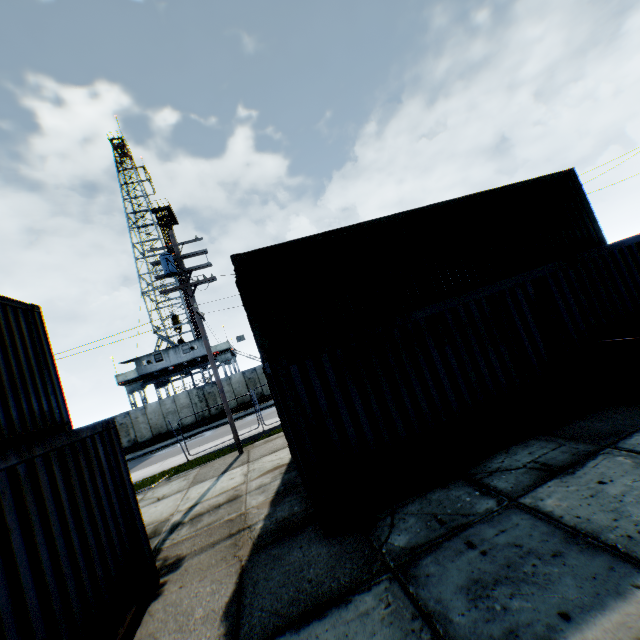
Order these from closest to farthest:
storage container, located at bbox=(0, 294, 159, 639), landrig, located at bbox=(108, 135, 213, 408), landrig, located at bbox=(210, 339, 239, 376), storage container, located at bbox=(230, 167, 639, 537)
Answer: storage container, located at bbox=(0, 294, 159, 639), storage container, located at bbox=(230, 167, 639, 537), landrig, located at bbox=(108, 135, 213, 408), landrig, located at bbox=(210, 339, 239, 376)

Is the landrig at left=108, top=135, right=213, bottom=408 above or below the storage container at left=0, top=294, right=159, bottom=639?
above

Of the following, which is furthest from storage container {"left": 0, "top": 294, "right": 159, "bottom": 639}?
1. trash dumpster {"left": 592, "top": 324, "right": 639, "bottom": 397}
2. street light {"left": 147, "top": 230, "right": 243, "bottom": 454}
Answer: trash dumpster {"left": 592, "top": 324, "right": 639, "bottom": 397}

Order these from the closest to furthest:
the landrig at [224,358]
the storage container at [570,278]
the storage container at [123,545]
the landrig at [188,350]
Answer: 1. the storage container at [123,545]
2. the storage container at [570,278]
3. the landrig at [188,350]
4. the landrig at [224,358]

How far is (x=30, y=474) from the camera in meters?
3.7

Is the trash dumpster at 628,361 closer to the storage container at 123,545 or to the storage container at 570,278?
the storage container at 570,278

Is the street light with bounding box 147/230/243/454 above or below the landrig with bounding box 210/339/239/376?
above

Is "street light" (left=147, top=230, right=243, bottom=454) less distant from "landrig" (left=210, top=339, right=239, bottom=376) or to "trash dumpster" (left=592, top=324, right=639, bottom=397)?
"trash dumpster" (left=592, top=324, right=639, bottom=397)
